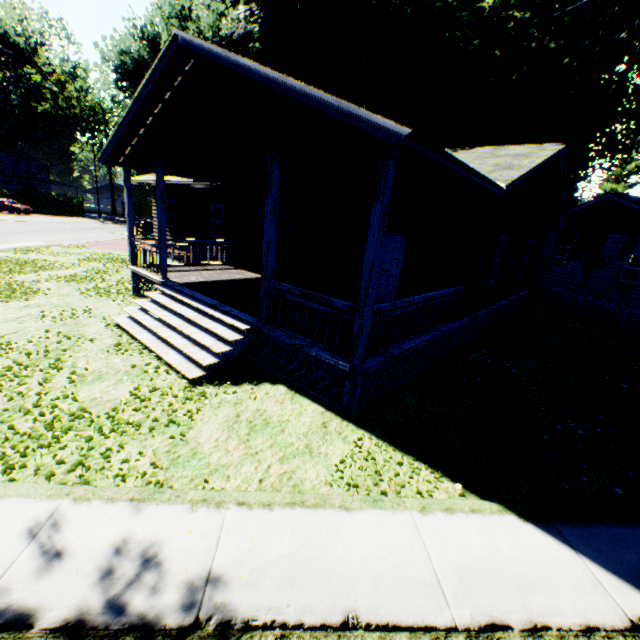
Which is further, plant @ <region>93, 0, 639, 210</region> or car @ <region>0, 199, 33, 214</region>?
car @ <region>0, 199, 33, 214</region>

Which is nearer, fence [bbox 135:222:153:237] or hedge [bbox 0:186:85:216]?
fence [bbox 135:222:153:237]

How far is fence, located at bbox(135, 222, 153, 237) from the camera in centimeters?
3003cm

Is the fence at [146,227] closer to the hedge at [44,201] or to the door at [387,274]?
the door at [387,274]

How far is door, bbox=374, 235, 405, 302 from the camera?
10.06m

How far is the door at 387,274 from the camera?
10.06m

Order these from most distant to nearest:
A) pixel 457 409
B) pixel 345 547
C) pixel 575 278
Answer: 1. pixel 575 278
2. pixel 457 409
3. pixel 345 547

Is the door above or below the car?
above
